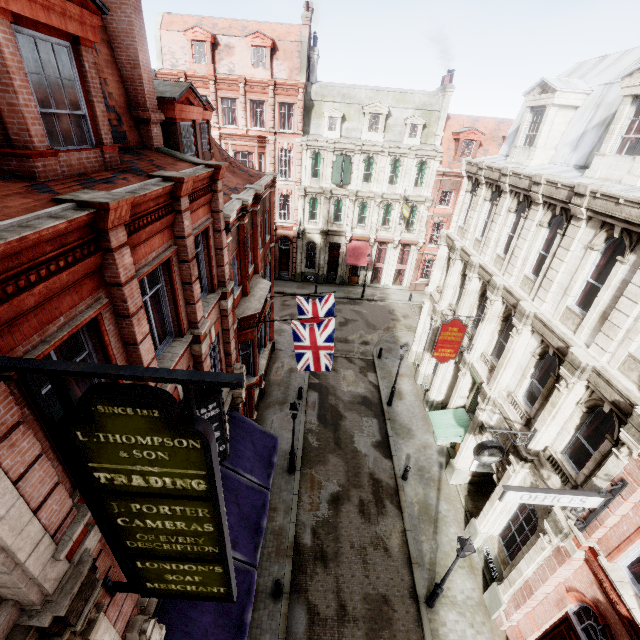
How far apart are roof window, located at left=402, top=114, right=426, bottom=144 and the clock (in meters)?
27.89

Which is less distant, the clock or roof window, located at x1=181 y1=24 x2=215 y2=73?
the clock

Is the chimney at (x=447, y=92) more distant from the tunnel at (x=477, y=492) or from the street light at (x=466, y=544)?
the street light at (x=466, y=544)

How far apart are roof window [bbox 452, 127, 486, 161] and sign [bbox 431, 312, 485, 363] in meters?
23.2 m

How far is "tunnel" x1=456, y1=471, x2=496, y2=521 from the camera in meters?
15.3

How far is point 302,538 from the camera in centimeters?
1388cm

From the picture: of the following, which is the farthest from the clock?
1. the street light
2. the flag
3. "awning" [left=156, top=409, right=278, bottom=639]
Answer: "awning" [left=156, top=409, right=278, bottom=639]

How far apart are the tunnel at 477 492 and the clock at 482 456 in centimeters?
539cm
